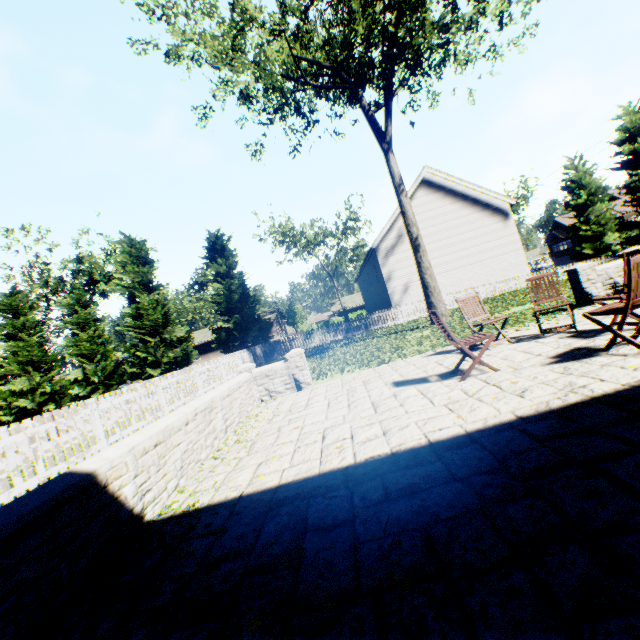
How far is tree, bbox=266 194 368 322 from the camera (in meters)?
42.91

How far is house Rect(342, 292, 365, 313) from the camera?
53.4m

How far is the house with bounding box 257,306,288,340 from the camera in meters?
47.6 m

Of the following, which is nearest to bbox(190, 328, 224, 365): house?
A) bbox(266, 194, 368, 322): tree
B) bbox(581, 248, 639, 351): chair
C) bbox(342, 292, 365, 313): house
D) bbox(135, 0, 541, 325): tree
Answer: bbox(135, 0, 541, 325): tree

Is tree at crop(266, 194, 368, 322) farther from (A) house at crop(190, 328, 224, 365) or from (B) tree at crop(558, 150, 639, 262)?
(A) house at crop(190, 328, 224, 365)

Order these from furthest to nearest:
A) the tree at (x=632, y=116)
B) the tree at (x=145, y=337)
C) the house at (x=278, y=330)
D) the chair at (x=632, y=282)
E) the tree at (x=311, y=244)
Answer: the house at (x=278, y=330)
the tree at (x=311, y=244)
the tree at (x=145, y=337)
the tree at (x=632, y=116)
the chair at (x=632, y=282)

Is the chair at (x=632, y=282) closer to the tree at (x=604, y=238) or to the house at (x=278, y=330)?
the tree at (x=604, y=238)

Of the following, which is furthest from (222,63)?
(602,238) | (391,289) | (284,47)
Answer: (602,238)
